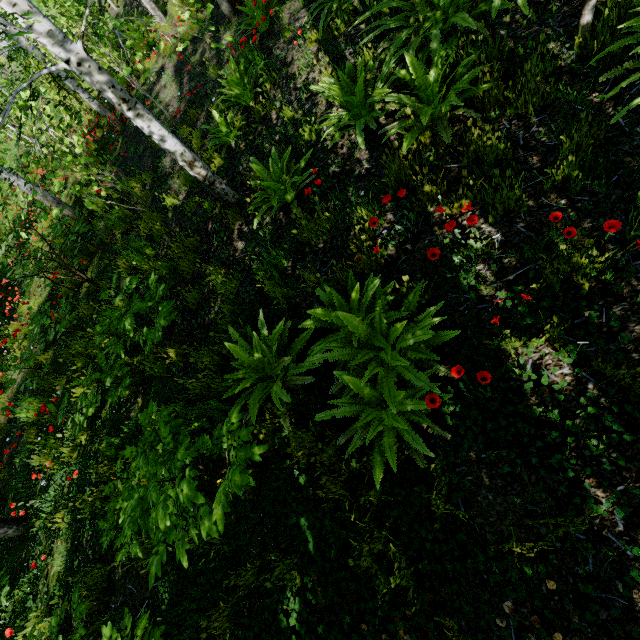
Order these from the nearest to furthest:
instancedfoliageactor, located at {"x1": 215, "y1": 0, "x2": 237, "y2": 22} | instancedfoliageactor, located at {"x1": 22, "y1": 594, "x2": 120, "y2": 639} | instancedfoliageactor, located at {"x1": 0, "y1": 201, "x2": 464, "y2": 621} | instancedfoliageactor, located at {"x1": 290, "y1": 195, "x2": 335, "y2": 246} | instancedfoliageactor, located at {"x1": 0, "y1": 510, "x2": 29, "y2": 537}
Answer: instancedfoliageactor, located at {"x1": 0, "y1": 201, "x2": 464, "y2": 621} < instancedfoliageactor, located at {"x1": 22, "y1": 594, "x2": 120, "y2": 639} < instancedfoliageactor, located at {"x1": 290, "y1": 195, "x2": 335, "y2": 246} < instancedfoliageactor, located at {"x1": 0, "y1": 510, "x2": 29, "y2": 537} < instancedfoliageactor, located at {"x1": 215, "y1": 0, "x2": 237, "y2": 22}

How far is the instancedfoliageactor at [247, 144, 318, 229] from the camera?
3.8m

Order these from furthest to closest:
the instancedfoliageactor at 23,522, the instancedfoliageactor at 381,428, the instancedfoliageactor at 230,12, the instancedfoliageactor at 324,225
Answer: the instancedfoliageactor at 230,12, the instancedfoliageactor at 23,522, the instancedfoliageactor at 324,225, the instancedfoliageactor at 381,428

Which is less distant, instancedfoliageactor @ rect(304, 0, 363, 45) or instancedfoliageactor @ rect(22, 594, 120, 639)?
instancedfoliageactor @ rect(22, 594, 120, 639)

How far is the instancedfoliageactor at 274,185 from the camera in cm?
384

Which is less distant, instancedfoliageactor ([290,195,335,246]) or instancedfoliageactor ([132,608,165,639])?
instancedfoliageactor ([132,608,165,639])

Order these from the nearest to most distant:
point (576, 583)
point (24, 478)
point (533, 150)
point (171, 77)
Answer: point (576, 583)
point (533, 150)
point (24, 478)
point (171, 77)
